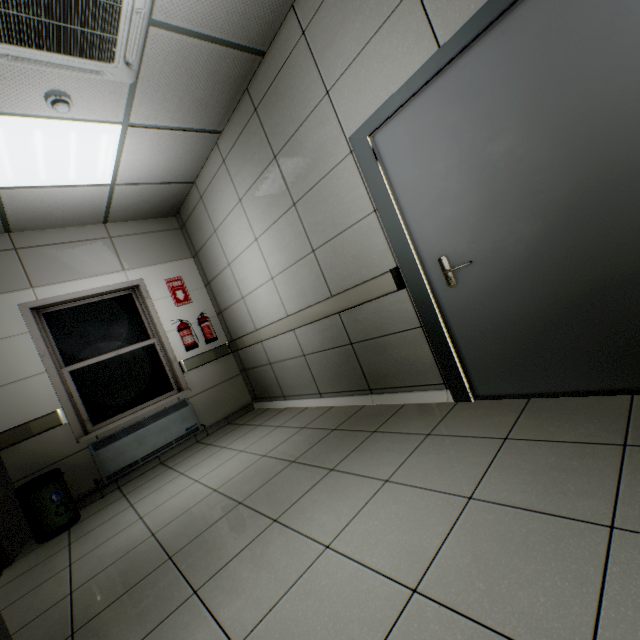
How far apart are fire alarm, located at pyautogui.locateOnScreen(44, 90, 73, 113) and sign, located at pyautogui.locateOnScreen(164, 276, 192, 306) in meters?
2.5 m

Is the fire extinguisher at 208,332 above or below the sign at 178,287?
below

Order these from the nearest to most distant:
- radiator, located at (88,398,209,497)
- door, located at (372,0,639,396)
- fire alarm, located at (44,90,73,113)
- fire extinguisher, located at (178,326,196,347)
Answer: door, located at (372,0,639,396), fire alarm, located at (44,90,73,113), radiator, located at (88,398,209,497), fire extinguisher, located at (178,326,196,347)

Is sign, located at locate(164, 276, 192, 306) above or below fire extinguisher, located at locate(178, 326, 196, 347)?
above

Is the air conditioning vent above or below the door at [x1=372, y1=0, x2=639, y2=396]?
above

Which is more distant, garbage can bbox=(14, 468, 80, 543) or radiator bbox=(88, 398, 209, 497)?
radiator bbox=(88, 398, 209, 497)

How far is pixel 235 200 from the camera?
3.8 meters

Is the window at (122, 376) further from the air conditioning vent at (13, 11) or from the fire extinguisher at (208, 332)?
the air conditioning vent at (13, 11)
